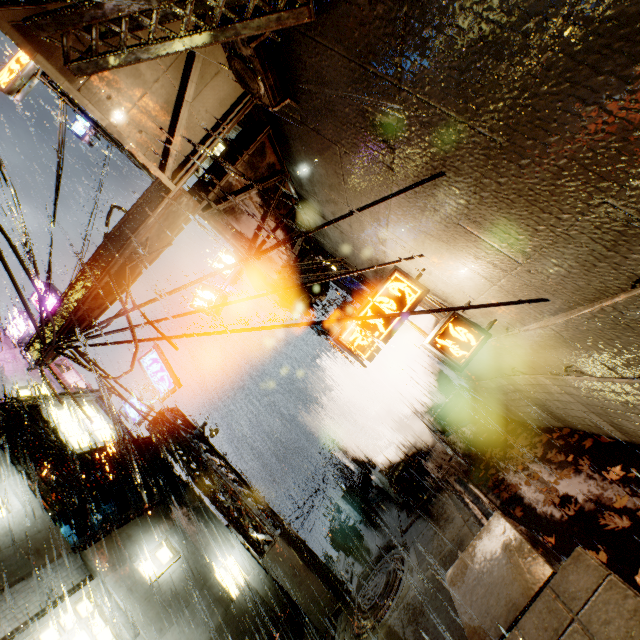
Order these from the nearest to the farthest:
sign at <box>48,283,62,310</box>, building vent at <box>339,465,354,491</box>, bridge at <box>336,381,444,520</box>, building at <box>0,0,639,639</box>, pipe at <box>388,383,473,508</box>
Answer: building at <box>0,0,639,639</box> < pipe at <box>388,383,473,508</box> < bridge at <box>336,381,444,520</box> < sign at <box>48,283,62,310</box> < building vent at <box>339,465,354,491</box>

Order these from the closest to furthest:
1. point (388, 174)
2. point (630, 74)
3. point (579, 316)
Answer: point (630, 74)
point (579, 316)
point (388, 174)

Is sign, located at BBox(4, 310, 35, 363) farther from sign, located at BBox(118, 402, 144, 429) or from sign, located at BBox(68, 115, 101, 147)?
sign, located at BBox(68, 115, 101, 147)

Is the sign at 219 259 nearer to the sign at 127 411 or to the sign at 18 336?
the sign at 127 411

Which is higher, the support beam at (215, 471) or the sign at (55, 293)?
the sign at (55, 293)

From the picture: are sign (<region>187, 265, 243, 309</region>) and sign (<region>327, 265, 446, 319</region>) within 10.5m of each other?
yes

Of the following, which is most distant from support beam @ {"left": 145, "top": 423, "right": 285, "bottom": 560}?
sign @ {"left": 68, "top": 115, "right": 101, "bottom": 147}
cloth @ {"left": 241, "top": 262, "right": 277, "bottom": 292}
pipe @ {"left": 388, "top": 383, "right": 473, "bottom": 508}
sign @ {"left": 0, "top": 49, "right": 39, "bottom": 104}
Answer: sign @ {"left": 68, "top": 115, "right": 101, "bottom": 147}

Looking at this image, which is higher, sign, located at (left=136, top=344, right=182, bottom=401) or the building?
sign, located at (left=136, top=344, right=182, bottom=401)
